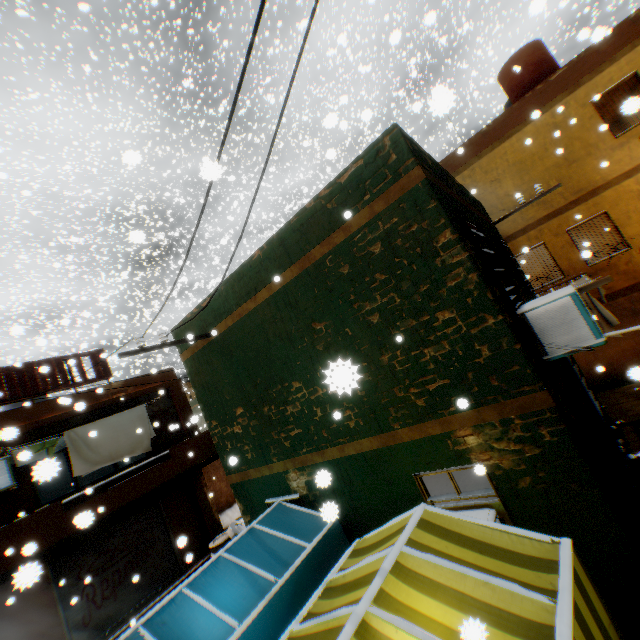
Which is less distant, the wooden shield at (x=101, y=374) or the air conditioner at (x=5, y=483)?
the air conditioner at (x=5, y=483)

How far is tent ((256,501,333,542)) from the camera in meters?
5.3 m

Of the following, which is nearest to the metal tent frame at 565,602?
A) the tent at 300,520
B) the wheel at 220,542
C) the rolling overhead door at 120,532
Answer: the tent at 300,520

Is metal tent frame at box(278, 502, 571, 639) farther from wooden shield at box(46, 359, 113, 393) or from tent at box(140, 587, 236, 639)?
wooden shield at box(46, 359, 113, 393)

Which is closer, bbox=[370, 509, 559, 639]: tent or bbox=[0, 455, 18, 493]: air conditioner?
bbox=[370, 509, 559, 639]: tent

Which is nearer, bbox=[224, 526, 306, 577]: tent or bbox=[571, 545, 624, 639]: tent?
bbox=[571, 545, 624, 639]: tent

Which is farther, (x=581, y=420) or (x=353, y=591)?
(x=581, y=420)

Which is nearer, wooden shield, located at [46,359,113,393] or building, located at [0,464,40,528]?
→ building, located at [0,464,40,528]
